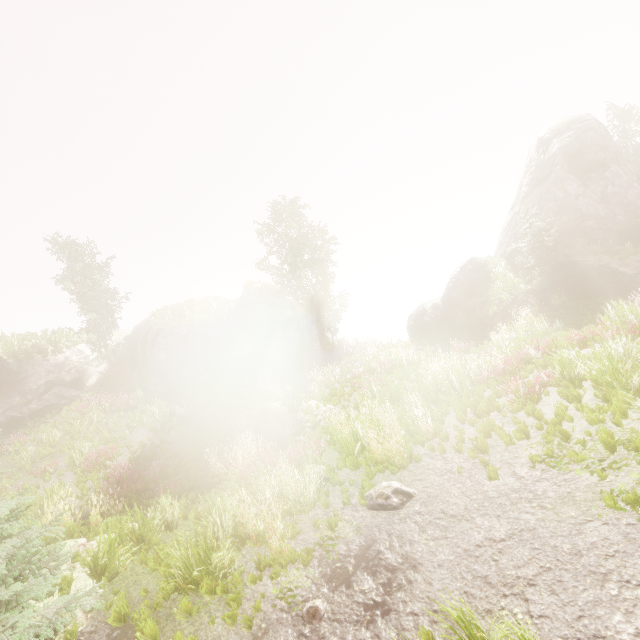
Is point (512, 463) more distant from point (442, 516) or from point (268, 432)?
point (268, 432)

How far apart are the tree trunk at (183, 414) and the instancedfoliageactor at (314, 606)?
13.4m

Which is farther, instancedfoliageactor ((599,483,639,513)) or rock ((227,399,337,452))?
rock ((227,399,337,452))

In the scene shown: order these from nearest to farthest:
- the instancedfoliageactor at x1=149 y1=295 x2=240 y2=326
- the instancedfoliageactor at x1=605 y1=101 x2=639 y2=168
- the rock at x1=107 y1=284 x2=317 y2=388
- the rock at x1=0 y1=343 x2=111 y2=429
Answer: the rock at x1=0 y1=343 x2=111 y2=429, the rock at x1=107 y1=284 x2=317 y2=388, the instancedfoliageactor at x1=149 y1=295 x2=240 y2=326, the instancedfoliageactor at x1=605 y1=101 x2=639 y2=168

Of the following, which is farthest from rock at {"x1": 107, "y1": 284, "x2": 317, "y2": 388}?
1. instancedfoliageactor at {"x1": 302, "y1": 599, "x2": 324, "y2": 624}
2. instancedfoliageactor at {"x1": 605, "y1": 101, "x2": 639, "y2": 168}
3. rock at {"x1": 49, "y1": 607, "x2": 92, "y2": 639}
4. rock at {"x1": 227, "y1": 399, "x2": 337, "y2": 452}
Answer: instancedfoliageactor at {"x1": 302, "y1": 599, "x2": 324, "y2": 624}

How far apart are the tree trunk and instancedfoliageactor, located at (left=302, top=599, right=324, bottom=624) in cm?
1343

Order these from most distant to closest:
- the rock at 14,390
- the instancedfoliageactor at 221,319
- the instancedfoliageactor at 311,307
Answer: the instancedfoliageactor at 221,319 → the rock at 14,390 → the instancedfoliageactor at 311,307

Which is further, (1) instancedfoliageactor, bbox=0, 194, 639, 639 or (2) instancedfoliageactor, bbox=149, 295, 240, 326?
(2) instancedfoliageactor, bbox=149, 295, 240, 326
